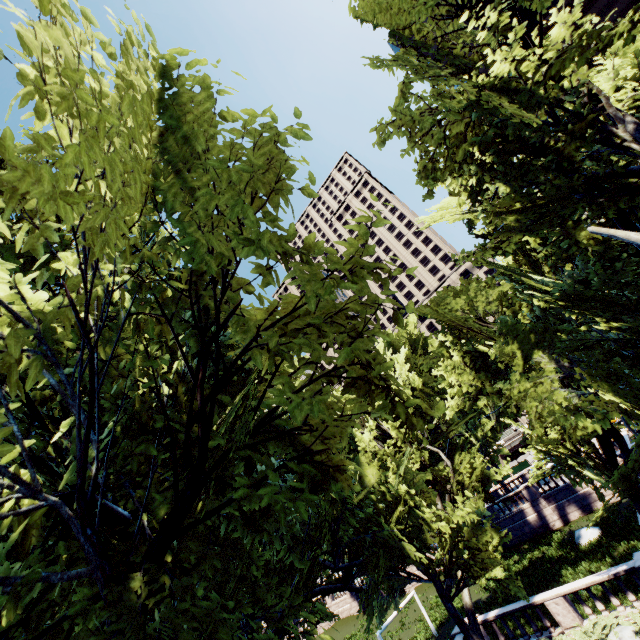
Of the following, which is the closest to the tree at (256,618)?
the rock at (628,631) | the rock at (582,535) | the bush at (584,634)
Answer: the bush at (584,634)

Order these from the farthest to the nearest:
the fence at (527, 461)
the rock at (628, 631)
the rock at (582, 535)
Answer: the fence at (527, 461) → the rock at (582, 535) → the rock at (628, 631)

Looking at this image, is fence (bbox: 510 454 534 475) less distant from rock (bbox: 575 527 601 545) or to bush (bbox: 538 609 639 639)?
rock (bbox: 575 527 601 545)

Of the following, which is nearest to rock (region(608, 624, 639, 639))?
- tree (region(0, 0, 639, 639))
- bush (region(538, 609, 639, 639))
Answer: bush (region(538, 609, 639, 639))

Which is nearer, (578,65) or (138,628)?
(138,628)

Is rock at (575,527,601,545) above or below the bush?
below

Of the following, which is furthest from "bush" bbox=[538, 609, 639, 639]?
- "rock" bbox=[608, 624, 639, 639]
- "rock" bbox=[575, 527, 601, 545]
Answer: "rock" bbox=[575, 527, 601, 545]

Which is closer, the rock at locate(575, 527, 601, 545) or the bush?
the bush
